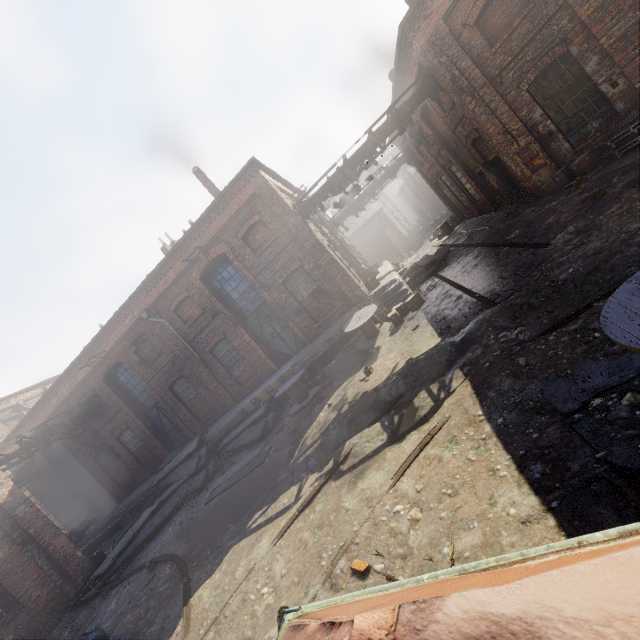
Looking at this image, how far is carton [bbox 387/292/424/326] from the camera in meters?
11.2

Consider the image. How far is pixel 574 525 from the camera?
2.51m

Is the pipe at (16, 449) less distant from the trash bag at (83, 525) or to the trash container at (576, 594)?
the trash bag at (83, 525)

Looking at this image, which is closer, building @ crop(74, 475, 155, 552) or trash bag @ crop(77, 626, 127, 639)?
trash bag @ crop(77, 626, 127, 639)

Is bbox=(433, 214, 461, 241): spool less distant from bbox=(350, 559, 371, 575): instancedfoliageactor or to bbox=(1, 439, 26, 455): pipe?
bbox=(350, 559, 371, 575): instancedfoliageactor

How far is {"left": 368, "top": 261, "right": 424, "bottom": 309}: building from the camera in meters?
13.0 m

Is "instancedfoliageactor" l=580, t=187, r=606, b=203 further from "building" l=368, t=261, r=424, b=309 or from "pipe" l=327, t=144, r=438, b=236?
"pipe" l=327, t=144, r=438, b=236

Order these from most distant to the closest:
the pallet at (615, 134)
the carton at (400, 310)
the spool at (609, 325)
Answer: the carton at (400, 310), the pallet at (615, 134), the spool at (609, 325)
